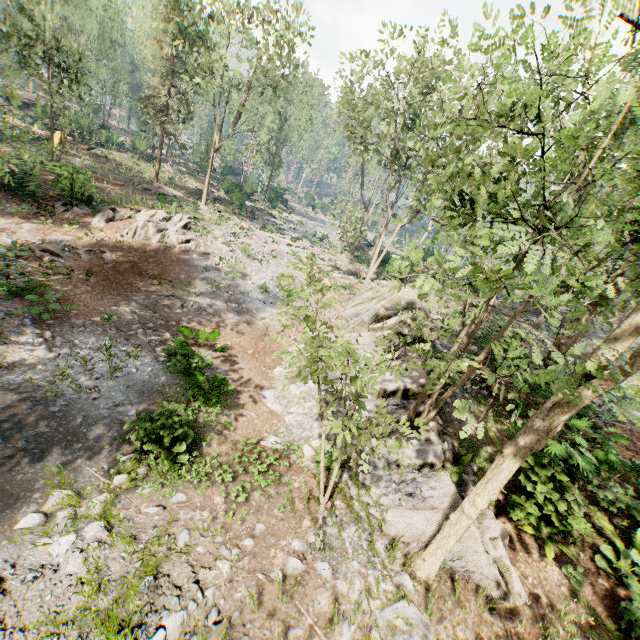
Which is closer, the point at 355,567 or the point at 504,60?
the point at 504,60

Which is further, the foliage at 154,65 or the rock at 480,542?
the foliage at 154,65

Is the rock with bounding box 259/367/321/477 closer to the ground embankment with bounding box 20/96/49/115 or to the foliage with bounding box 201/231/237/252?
the foliage with bounding box 201/231/237/252

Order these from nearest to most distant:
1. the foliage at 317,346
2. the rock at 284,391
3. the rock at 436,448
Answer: the foliage at 317,346 → the rock at 436,448 → the rock at 284,391

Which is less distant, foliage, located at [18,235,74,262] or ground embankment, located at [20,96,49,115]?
foliage, located at [18,235,74,262]

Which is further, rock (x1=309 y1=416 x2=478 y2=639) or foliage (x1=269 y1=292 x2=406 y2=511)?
rock (x1=309 y1=416 x2=478 y2=639)

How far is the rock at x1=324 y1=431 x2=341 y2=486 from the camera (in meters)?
8.38

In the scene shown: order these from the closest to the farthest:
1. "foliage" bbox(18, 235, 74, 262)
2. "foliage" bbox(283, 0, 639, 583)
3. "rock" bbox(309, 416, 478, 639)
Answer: "foliage" bbox(283, 0, 639, 583), "rock" bbox(309, 416, 478, 639), "foliage" bbox(18, 235, 74, 262)
